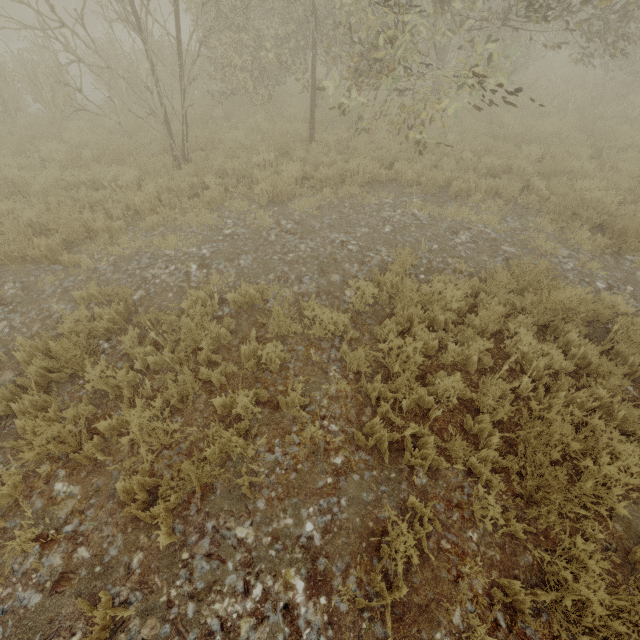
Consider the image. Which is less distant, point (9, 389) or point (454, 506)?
point (454, 506)
